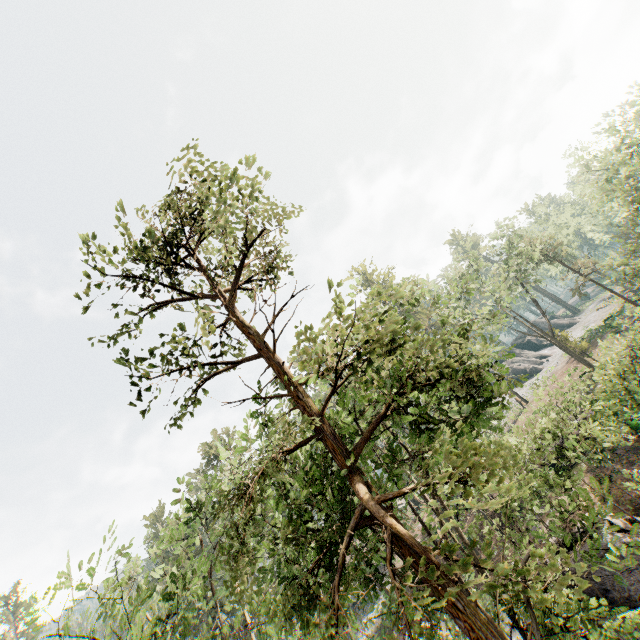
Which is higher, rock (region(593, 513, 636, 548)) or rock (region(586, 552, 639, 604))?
rock (region(593, 513, 636, 548))

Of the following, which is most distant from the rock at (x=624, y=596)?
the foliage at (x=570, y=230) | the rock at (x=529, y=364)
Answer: the rock at (x=529, y=364)

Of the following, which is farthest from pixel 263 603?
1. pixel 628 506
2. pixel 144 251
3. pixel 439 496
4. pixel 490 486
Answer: pixel 628 506

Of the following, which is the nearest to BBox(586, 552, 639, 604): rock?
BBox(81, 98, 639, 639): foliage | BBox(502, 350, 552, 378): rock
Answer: BBox(81, 98, 639, 639): foliage

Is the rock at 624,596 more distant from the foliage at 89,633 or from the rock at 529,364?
the rock at 529,364

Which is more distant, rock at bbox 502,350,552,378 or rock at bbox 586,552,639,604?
rock at bbox 502,350,552,378

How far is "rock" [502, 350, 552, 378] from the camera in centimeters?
5228cm

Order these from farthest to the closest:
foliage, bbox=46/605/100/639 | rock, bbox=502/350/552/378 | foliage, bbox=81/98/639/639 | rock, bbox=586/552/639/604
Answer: rock, bbox=502/350/552/378, rock, bbox=586/552/639/604, foliage, bbox=46/605/100/639, foliage, bbox=81/98/639/639
